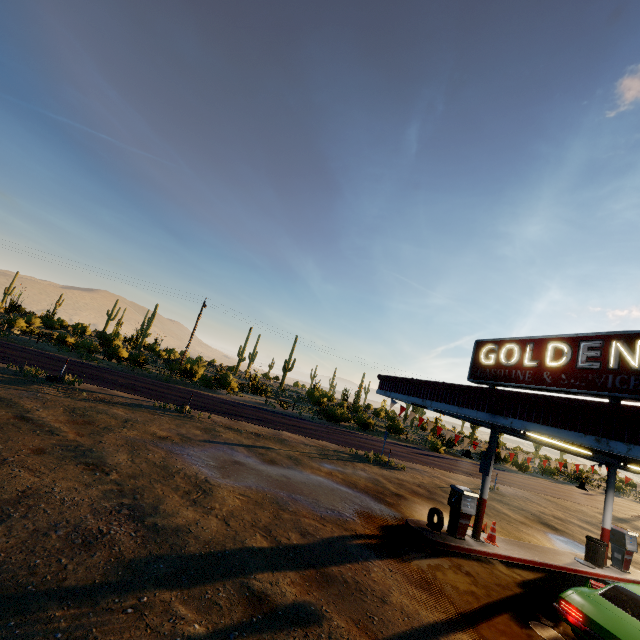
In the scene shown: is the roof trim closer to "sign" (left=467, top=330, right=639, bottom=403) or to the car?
"sign" (left=467, top=330, right=639, bottom=403)

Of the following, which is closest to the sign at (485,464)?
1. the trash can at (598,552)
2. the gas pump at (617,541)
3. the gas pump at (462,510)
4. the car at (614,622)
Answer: the gas pump at (462,510)

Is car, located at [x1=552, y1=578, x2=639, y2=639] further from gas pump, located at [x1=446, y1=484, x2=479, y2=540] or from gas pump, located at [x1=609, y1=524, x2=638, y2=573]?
gas pump, located at [x1=609, y1=524, x2=638, y2=573]

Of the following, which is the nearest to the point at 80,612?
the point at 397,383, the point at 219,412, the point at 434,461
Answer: the point at 397,383

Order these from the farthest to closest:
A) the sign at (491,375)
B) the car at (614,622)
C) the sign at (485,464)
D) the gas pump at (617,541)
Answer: the gas pump at (617,541) < the sign at (485,464) < the sign at (491,375) < the car at (614,622)

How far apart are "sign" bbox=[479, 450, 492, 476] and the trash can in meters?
5.3 m

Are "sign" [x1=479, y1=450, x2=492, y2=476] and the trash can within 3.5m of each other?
no

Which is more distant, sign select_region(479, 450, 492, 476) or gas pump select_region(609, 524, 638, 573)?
gas pump select_region(609, 524, 638, 573)
